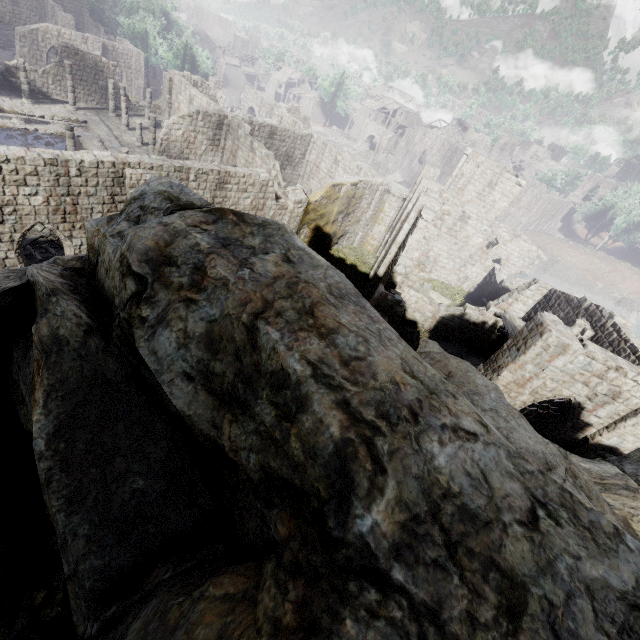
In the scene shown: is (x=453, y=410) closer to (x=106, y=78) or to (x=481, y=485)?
(x=481, y=485)

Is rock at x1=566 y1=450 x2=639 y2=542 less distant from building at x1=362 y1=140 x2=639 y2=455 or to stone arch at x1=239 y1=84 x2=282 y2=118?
building at x1=362 y1=140 x2=639 y2=455

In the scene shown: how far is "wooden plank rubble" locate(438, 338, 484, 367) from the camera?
21.53m

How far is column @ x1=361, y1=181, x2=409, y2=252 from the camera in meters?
27.6 m

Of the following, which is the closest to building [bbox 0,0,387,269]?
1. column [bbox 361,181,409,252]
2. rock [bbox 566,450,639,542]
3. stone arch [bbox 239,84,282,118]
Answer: column [bbox 361,181,409,252]

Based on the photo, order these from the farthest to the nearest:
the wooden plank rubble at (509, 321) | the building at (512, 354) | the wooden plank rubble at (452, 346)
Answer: the wooden plank rubble at (452, 346) < the wooden plank rubble at (509, 321) < the building at (512, 354)

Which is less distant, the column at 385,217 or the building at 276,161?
the building at 276,161

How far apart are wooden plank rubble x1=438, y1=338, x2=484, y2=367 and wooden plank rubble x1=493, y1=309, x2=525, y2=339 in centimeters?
499cm
